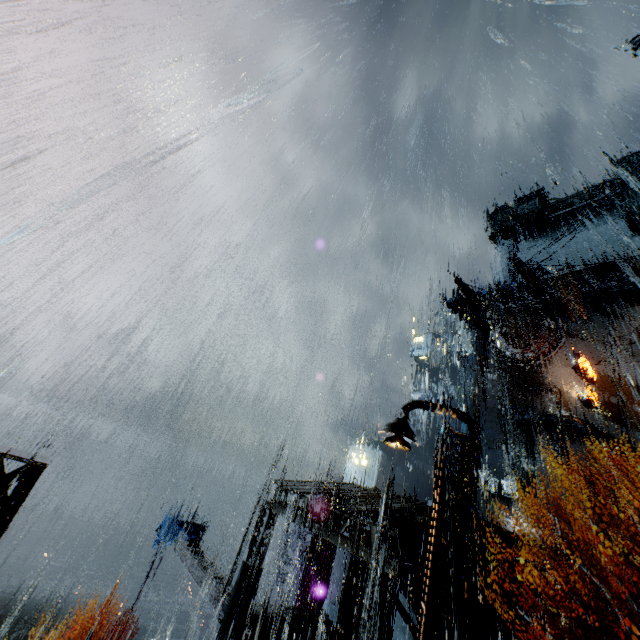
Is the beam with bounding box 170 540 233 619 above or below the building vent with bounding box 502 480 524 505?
below

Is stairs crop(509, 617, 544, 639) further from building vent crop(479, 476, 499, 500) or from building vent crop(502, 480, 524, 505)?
building vent crop(479, 476, 499, 500)

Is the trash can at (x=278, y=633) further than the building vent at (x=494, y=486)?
No

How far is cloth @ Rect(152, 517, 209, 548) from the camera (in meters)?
23.40

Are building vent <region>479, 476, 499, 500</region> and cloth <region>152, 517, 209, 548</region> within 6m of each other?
no

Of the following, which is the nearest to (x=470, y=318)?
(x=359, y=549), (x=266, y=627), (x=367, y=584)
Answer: (x=359, y=549)

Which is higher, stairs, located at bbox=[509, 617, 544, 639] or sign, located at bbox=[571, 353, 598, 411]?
sign, located at bbox=[571, 353, 598, 411]

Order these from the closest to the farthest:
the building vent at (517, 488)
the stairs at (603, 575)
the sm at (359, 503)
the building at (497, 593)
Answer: the sm at (359, 503), the building at (497, 593), the stairs at (603, 575), the building vent at (517, 488)
